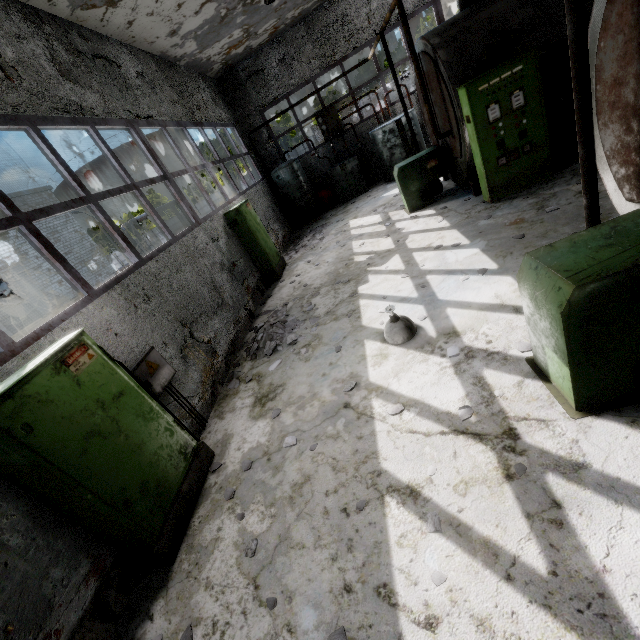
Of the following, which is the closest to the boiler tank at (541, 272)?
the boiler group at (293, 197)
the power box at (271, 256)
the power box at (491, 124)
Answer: the power box at (491, 124)

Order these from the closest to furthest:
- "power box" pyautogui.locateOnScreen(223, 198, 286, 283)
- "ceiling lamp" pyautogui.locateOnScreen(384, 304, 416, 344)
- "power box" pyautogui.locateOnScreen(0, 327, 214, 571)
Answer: "power box" pyautogui.locateOnScreen(0, 327, 214, 571) → "ceiling lamp" pyautogui.locateOnScreen(384, 304, 416, 344) → "power box" pyautogui.locateOnScreen(223, 198, 286, 283)

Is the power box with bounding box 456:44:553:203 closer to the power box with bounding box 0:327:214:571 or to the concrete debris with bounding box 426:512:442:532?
the concrete debris with bounding box 426:512:442:532

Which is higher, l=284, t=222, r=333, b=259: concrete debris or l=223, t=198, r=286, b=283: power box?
l=223, t=198, r=286, b=283: power box

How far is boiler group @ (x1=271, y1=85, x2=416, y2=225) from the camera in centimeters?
1305cm

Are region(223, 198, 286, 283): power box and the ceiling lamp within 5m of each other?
no

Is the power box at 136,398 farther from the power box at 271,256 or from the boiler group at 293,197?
the boiler group at 293,197

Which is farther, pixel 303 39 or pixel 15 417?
pixel 303 39
